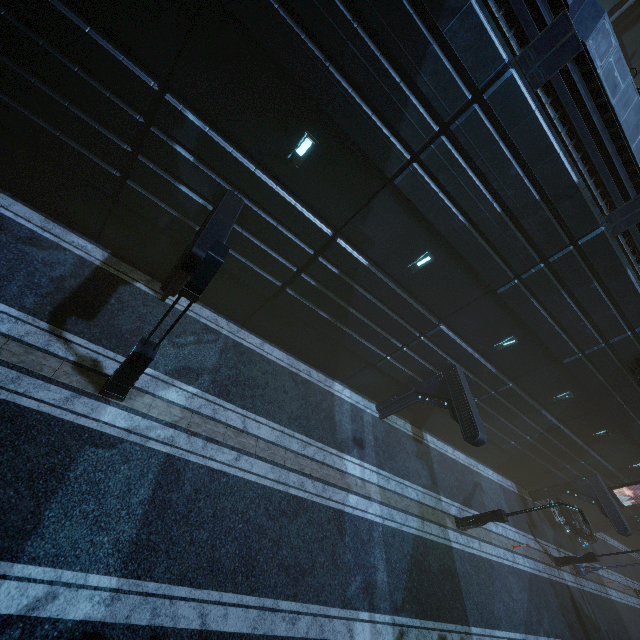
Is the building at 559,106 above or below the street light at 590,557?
above

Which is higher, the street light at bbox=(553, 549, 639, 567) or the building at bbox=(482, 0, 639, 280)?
the building at bbox=(482, 0, 639, 280)

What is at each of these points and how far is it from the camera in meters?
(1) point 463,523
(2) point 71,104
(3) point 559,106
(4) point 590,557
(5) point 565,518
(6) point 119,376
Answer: (1) street light, 16.3
(2) building, 8.3
(3) building, 8.6
(4) street light, 20.7
(5) car, 23.6
(6) street light, 8.2

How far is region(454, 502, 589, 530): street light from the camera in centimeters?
1393cm

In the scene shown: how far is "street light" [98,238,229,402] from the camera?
6.4m

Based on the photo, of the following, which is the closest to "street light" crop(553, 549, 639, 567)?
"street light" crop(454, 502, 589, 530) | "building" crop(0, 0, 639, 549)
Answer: "building" crop(0, 0, 639, 549)

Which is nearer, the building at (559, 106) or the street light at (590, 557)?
the building at (559, 106)

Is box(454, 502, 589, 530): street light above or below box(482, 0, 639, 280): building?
below
